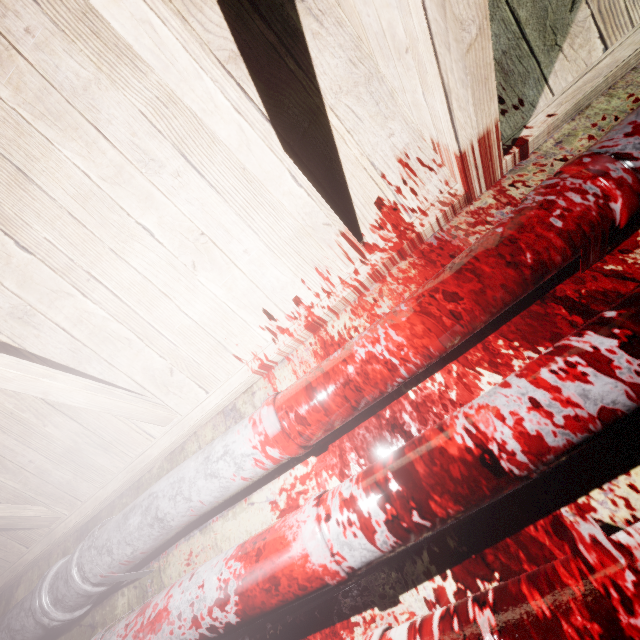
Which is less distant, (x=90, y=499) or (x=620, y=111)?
(x=620, y=111)

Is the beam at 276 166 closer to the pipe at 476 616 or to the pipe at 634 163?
the pipe at 634 163

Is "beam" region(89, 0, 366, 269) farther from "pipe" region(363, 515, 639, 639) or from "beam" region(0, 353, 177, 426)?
"pipe" region(363, 515, 639, 639)

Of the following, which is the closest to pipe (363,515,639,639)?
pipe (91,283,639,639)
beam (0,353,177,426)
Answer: pipe (91,283,639,639)

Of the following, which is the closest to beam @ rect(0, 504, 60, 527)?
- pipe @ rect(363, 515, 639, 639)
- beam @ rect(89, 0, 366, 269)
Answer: beam @ rect(89, 0, 366, 269)

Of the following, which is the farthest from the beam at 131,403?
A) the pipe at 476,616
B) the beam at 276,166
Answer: the pipe at 476,616

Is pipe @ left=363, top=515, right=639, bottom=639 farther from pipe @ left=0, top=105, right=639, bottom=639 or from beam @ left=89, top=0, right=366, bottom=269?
beam @ left=89, top=0, right=366, bottom=269
